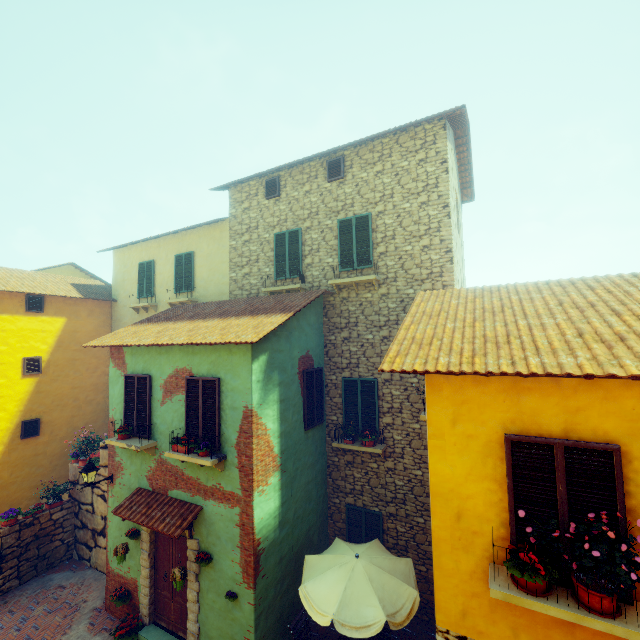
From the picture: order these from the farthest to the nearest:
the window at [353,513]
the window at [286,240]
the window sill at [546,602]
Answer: the window at [286,240]
the window at [353,513]
the window sill at [546,602]

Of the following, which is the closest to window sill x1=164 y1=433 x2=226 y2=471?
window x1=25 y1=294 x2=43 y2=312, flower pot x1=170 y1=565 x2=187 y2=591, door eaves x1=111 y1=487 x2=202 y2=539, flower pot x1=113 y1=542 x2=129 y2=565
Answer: window x1=25 y1=294 x2=43 y2=312

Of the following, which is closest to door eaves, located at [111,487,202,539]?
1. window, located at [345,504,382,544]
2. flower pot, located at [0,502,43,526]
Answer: window, located at [345,504,382,544]

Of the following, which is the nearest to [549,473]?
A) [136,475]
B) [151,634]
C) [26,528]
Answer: [136,475]

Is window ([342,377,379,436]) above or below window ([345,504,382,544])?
above

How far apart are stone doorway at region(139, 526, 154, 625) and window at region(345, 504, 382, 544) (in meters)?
4.11

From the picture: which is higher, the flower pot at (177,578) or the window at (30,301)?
the window at (30,301)

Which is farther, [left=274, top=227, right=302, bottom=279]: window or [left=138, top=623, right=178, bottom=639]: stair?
[left=274, top=227, right=302, bottom=279]: window
